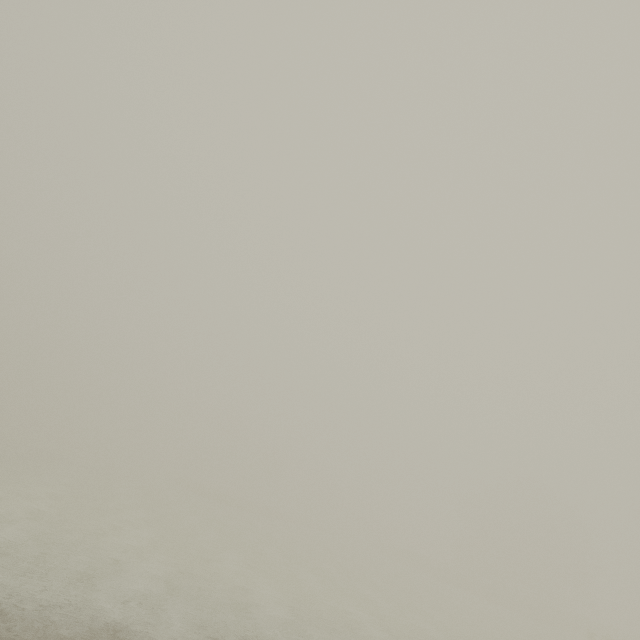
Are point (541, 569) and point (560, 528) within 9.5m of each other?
yes
